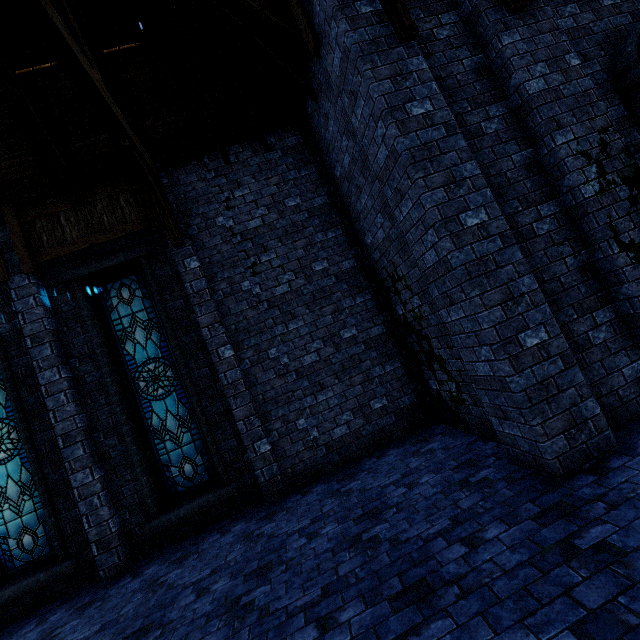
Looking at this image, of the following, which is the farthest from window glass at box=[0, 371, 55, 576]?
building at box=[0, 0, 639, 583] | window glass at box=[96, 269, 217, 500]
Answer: window glass at box=[96, 269, 217, 500]

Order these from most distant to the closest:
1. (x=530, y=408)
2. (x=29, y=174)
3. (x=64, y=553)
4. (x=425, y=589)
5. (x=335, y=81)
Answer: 1. (x=29, y=174)
2. (x=64, y=553)
3. (x=335, y=81)
4. (x=530, y=408)
5. (x=425, y=589)

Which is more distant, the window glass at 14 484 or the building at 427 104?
the window glass at 14 484

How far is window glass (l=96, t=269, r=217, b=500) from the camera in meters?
6.4

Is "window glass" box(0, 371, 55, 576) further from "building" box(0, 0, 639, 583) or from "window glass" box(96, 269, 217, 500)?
"window glass" box(96, 269, 217, 500)

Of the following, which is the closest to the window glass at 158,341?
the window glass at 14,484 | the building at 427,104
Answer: the building at 427,104
